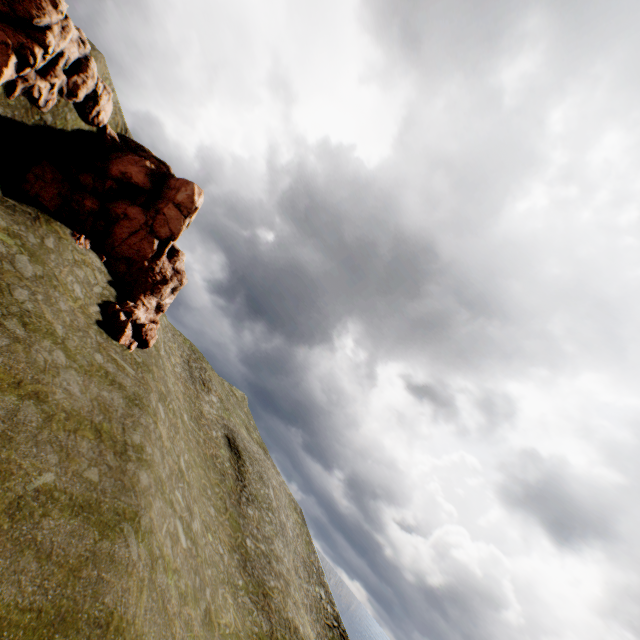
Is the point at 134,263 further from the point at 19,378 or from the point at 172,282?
the point at 19,378
